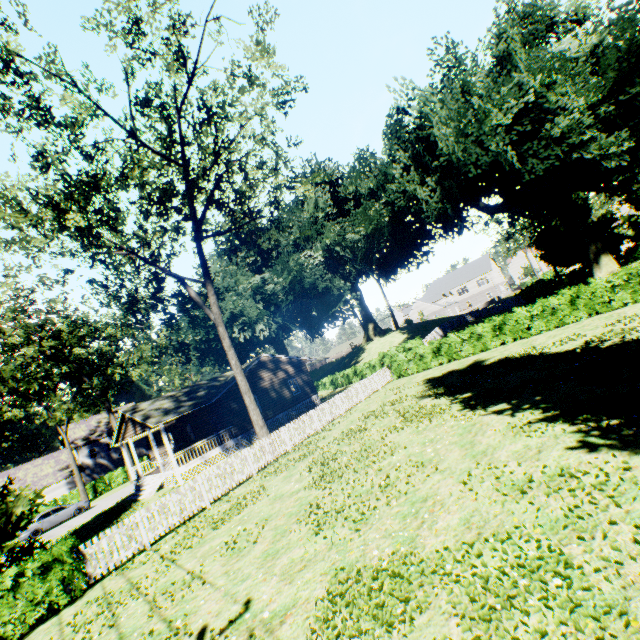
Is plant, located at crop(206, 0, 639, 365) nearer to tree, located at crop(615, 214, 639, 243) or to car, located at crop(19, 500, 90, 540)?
tree, located at crop(615, 214, 639, 243)

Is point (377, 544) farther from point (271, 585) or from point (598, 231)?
point (598, 231)

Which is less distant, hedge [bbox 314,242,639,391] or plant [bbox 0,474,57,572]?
plant [bbox 0,474,57,572]

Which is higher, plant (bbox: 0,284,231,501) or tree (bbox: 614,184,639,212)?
plant (bbox: 0,284,231,501)

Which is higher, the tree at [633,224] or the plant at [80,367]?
the plant at [80,367]

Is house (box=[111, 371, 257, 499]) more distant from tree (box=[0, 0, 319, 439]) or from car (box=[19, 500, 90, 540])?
tree (box=[0, 0, 319, 439])

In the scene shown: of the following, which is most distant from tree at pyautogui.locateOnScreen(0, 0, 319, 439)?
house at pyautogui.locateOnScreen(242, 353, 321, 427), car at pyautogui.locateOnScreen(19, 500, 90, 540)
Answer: car at pyautogui.locateOnScreen(19, 500, 90, 540)

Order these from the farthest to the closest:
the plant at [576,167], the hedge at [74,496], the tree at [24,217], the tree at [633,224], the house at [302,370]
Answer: the tree at [633,224] < the hedge at [74,496] < the house at [302,370] < the plant at [576,167] < the tree at [24,217]
